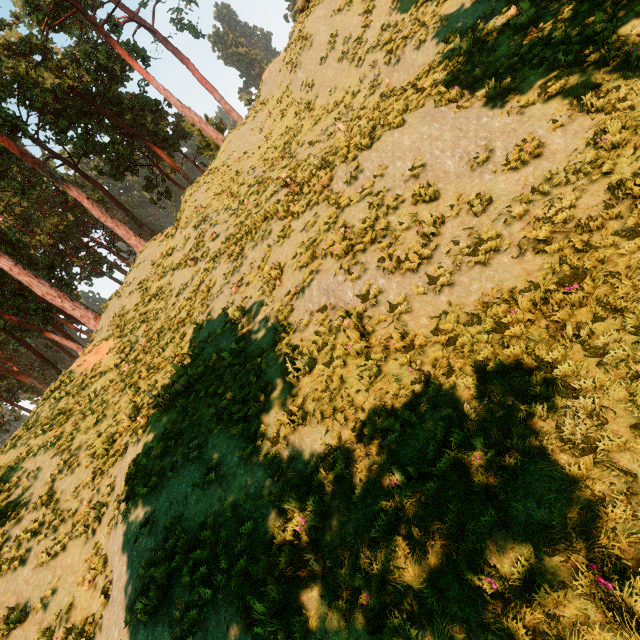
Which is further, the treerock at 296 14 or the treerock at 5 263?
the treerock at 5 263

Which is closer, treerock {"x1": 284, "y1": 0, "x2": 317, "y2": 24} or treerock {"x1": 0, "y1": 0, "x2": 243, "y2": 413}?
treerock {"x1": 284, "y1": 0, "x2": 317, "y2": 24}

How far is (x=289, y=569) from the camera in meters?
4.7 m
